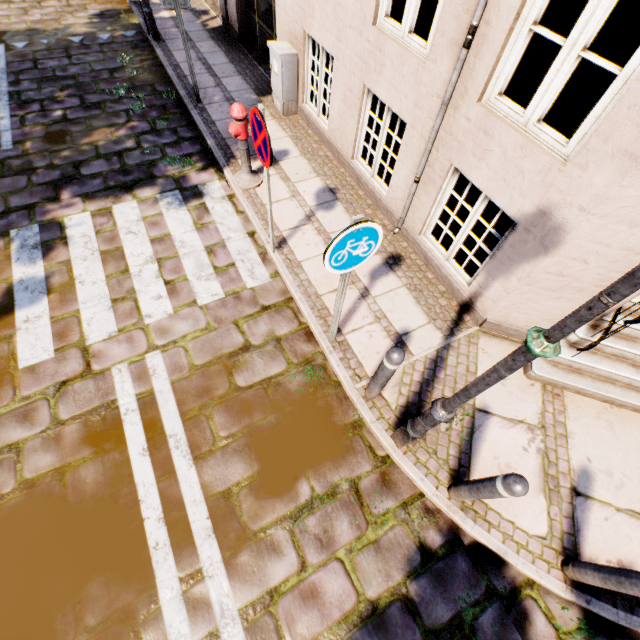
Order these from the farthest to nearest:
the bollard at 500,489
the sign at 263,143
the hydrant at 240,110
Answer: the hydrant at 240,110 < the sign at 263,143 < the bollard at 500,489

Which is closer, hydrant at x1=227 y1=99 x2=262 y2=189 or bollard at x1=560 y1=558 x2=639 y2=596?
bollard at x1=560 y1=558 x2=639 y2=596

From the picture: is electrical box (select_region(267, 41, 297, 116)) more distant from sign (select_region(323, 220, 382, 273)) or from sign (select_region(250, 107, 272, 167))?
sign (select_region(323, 220, 382, 273))

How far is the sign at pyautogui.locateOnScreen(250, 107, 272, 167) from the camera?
3.1m

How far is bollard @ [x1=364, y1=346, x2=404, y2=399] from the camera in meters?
2.8 m

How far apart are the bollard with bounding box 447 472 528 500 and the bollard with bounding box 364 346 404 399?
1.1 meters

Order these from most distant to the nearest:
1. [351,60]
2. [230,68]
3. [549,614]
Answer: [230,68] < [351,60] < [549,614]

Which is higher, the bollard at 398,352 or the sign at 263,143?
the sign at 263,143
